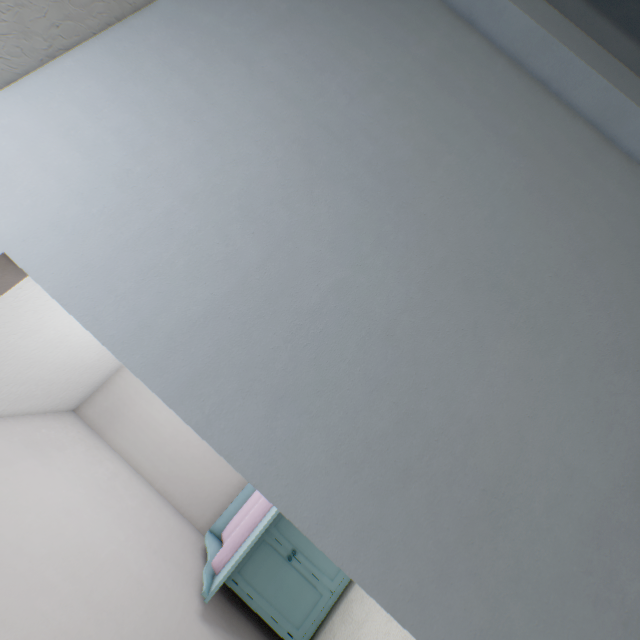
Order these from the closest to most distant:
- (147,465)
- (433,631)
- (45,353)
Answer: (433,631) → (45,353) → (147,465)
